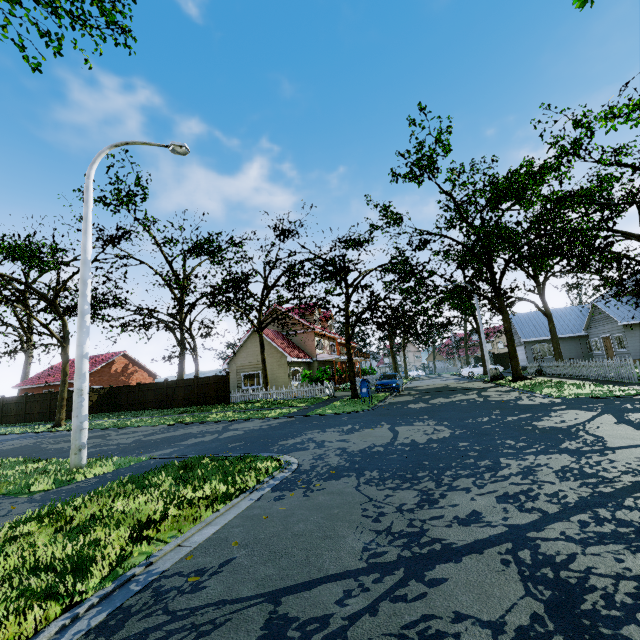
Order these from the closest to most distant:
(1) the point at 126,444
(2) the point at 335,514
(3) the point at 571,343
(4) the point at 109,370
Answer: (2) the point at 335,514 → (1) the point at 126,444 → (3) the point at 571,343 → (4) the point at 109,370

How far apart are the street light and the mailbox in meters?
11.4

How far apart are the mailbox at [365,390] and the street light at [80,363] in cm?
1135

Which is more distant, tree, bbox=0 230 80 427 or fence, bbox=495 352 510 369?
fence, bbox=495 352 510 369

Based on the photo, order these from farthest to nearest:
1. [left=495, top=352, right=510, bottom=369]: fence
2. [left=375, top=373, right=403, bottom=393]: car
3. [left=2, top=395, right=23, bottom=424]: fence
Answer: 1. [left=495, top=352, right=510, bottom=369]: fence
2. [left=2, top=395, right=23, bottom=424]: fence
3. [left=375, top=373, right=403, bottom=393]: car

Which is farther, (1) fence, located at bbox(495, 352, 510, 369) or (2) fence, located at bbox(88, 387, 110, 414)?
(1) fence, located at bbox(495, 352, 510, 369)

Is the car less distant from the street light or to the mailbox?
the mailbox

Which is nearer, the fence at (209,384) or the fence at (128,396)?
the fence at (209,384)
